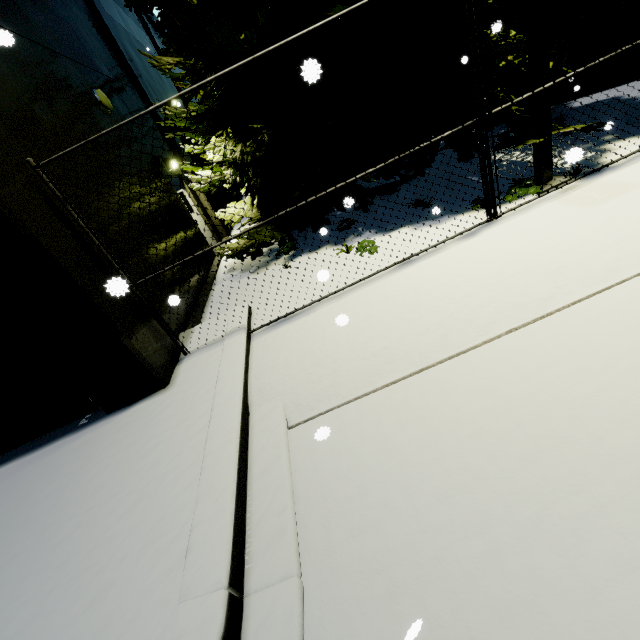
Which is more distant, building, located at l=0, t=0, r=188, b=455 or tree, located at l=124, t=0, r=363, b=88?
tree, located at l=124, t=0, r=363, b=88

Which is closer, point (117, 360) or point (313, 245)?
point (117, 360)

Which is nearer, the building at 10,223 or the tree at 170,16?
the building at 10,223
